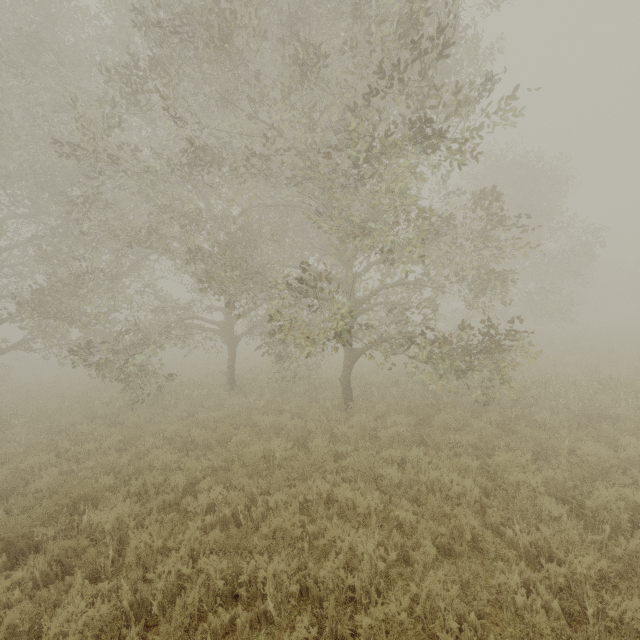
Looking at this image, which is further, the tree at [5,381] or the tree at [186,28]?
the tree at [5,381]

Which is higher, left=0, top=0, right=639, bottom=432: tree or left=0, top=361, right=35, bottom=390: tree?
left=0, top=0, right=639, bottom=432: tree

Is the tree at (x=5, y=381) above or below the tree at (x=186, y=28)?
below

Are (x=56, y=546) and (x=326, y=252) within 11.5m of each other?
yes

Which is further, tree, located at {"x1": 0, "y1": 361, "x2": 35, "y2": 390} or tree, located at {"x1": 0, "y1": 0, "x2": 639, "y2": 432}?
tree, located at {"x1": 0, "y1": 361, "x2": 35, "y2": 390}
